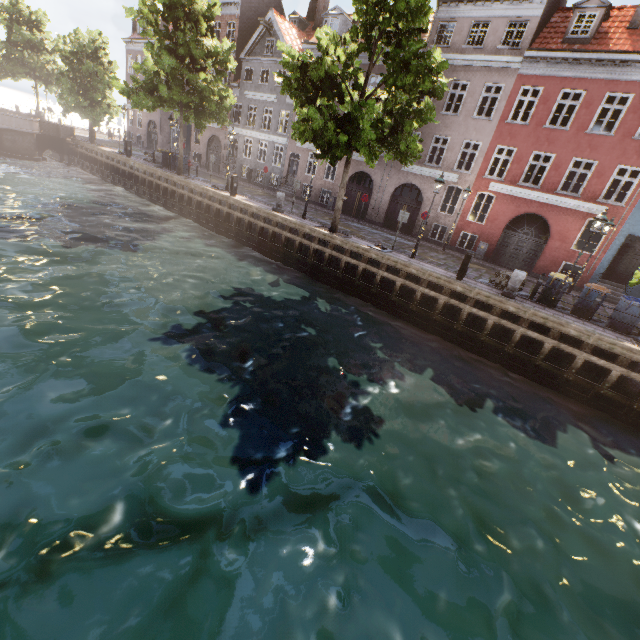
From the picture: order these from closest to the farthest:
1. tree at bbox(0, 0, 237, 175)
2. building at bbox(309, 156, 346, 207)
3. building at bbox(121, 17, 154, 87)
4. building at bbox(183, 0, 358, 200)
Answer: tree at bbox(0, 0, 237, 175), building at bbox(309, 156, 346, 207), building at bbox(183, 0, 358, 200), building at bbox(121, 17, 154, 87)

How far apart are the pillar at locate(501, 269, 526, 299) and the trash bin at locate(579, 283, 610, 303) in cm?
253

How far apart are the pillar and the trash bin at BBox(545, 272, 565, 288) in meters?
1.4

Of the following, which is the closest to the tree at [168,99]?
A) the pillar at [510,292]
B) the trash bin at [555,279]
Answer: the trash bin at [555,279]

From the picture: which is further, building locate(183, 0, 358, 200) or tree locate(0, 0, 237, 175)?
building locate(183, 0, 358, 200)

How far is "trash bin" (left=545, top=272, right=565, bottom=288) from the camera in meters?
12.9

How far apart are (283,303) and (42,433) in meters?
8.8

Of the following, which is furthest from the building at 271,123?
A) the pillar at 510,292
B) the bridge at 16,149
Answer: the bridge at 16,149
